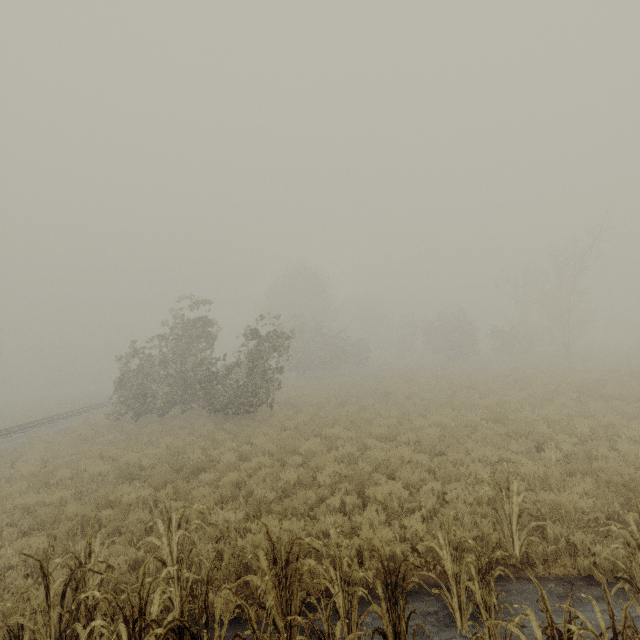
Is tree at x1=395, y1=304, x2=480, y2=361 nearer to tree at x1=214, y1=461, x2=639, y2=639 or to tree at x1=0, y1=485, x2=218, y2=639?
tree at x1=214, y1=461, x2=639, y2=639

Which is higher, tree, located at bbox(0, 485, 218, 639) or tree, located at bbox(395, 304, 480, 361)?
tree, located at bbox(395, 304, 480, 361)

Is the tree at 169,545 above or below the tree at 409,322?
below

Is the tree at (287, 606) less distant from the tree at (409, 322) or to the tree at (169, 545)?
the tree at (169, 545)

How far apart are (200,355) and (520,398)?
17.1 meters

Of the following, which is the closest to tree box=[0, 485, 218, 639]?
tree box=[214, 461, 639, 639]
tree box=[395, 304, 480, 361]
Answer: tree box=[214, 461, 639, 639]

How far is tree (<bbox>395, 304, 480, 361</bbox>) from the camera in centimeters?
3638cm

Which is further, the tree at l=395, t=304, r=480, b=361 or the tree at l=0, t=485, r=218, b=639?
the tree at l=395, t=304, r=480, b=361
